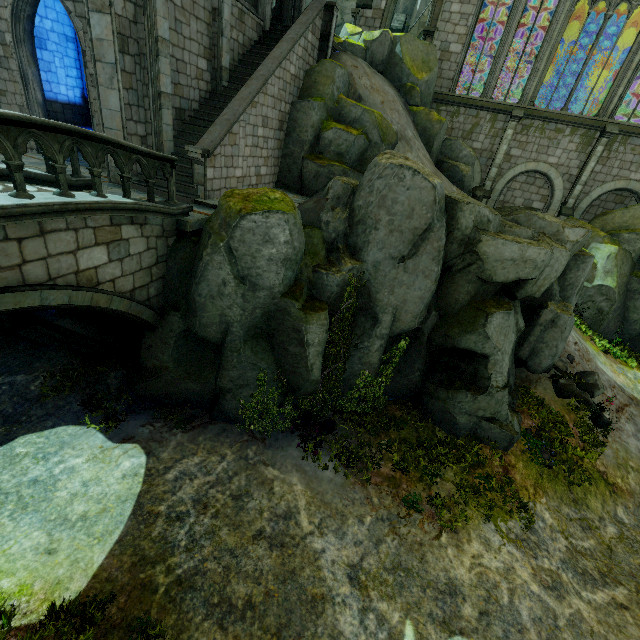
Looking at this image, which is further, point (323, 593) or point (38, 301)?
point (323, 593)

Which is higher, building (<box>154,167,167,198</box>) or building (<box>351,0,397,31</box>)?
building (<box>351,0,397,31</box>)

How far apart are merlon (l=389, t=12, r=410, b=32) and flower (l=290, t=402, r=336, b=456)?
32.85m

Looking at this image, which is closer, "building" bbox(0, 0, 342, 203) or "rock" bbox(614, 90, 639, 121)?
"building" bbox(0, 0, 342, 203)

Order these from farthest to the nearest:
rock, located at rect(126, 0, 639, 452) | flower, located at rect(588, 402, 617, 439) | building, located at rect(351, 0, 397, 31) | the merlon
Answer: the merlon → building, located at rect(351, 0, 397, 31) → flower, located at rect(588, 402, 617, 439) → rock, located at rect(126, 0, 639, 452)

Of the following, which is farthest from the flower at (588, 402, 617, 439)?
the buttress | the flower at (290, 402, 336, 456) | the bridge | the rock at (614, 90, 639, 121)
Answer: the buttress

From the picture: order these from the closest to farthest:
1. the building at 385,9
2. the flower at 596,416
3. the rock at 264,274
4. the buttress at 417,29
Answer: the rock at 264,274 < the flower at 596,416 < the building at 385,9 < the buttress at 417,29

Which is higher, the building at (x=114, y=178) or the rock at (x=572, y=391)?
the building at (x=114, y=178)
